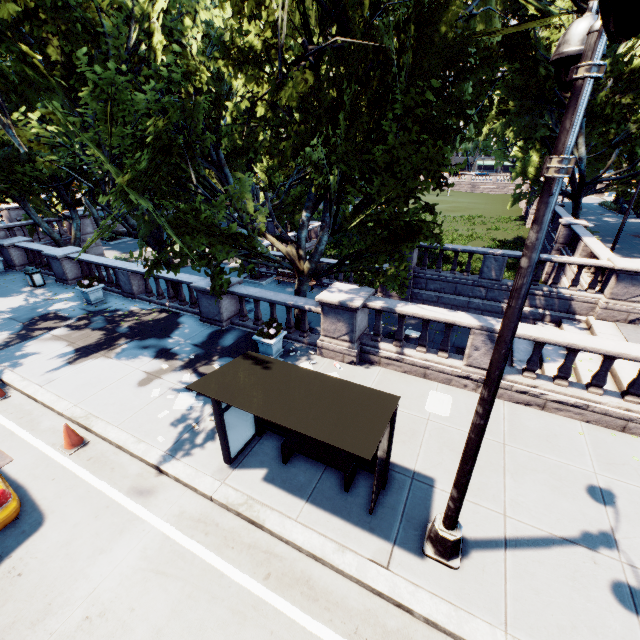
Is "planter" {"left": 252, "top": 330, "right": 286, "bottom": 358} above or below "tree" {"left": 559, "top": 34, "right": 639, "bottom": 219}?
below

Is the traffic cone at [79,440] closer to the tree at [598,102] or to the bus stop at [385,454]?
the bus stop at [385,454]

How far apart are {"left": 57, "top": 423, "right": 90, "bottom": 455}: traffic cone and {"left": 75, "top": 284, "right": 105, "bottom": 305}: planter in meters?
8.4

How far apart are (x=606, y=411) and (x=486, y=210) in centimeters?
5268cm

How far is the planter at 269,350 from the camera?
10.2m

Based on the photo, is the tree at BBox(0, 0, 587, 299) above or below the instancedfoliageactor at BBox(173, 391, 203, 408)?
above

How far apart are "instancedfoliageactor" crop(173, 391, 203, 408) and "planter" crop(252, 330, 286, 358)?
2.31m

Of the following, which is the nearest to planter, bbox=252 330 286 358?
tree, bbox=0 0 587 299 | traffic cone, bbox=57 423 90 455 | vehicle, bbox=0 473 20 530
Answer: tree, bbox=0 0 587 299
